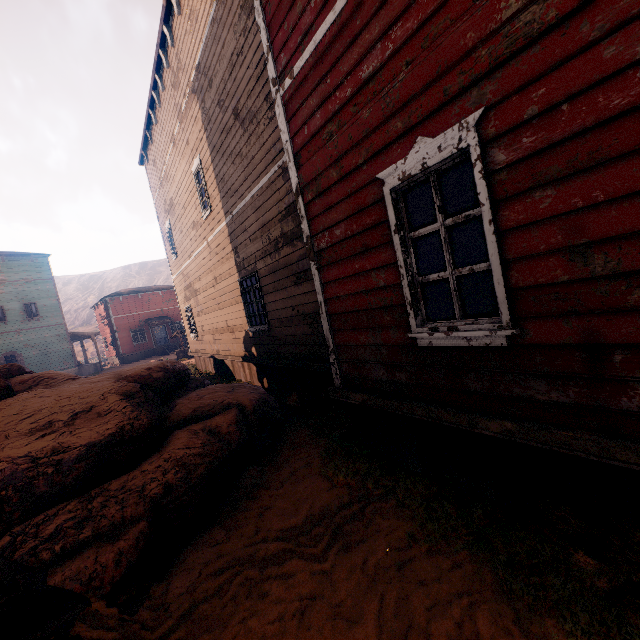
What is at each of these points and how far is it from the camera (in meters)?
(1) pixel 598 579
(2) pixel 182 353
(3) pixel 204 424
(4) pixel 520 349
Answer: (1) z, 2.11
(2) well, 24.61
(3) rock, 4.72
(4) building, 2.42

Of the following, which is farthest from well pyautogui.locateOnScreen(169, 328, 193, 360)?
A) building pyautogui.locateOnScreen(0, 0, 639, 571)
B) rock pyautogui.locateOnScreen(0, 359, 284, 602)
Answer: rock pyautogui.locateOnScreen(0, 359, 284, 602)

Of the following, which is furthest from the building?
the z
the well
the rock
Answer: the well

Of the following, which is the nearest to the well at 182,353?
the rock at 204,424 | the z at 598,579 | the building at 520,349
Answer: the z at 598,579

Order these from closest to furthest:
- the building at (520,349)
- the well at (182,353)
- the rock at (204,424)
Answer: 1. the building at (520,349)
2. the rock at (204,424)
3. the well at (182,353)

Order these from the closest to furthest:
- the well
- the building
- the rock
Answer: the building, the rock, the well

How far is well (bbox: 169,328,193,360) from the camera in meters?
24.5 m

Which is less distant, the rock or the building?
the building
